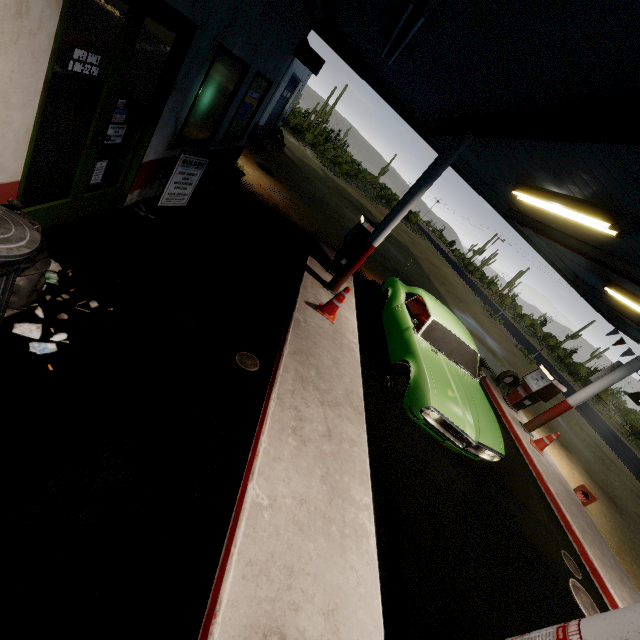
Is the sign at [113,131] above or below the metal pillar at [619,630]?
below

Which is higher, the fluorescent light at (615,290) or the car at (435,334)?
the fluorescent light at (615,290)

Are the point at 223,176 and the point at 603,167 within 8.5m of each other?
yes

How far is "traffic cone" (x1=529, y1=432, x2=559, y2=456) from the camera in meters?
8.6 m

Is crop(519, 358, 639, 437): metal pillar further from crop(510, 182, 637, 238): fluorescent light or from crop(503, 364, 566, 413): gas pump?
crop(510, 182, 637, 238): fluorescent light

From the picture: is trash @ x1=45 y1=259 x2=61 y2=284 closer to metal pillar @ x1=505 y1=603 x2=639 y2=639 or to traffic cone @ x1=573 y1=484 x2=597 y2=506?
metal pillar @ x1=505 y1=603 x2=639 y2=639

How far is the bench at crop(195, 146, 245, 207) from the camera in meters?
6.4 m

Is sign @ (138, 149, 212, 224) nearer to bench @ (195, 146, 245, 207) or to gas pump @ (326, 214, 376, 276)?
bench @ (195, 146, 245, 207)
